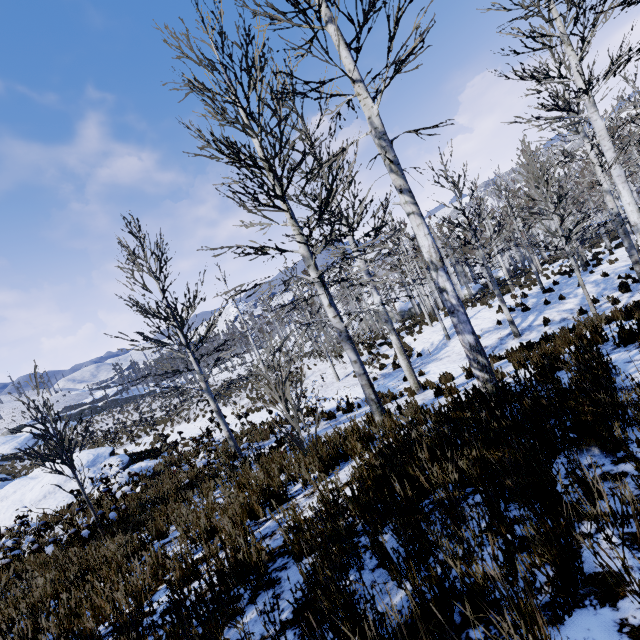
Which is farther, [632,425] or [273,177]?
[273,177]

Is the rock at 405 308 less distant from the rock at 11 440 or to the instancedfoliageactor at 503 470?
the instancedfoliageactor at 503 470

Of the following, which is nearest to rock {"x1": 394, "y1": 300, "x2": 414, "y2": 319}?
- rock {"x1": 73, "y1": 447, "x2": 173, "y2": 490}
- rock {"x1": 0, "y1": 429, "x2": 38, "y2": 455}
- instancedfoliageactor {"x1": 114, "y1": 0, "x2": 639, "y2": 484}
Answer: instancedfoliageactor {"x1": 114, "y1": 0, "x2": 639, "y2": 484}

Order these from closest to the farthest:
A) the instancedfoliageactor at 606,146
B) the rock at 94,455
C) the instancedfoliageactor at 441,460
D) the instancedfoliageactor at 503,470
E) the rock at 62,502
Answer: the instancedfoliageactor at 503,470 < the instancedfoliageactor at 441,460 < the instancedfoliageactor at 606,146 < the rock at 62,502 < the rock at 94,455

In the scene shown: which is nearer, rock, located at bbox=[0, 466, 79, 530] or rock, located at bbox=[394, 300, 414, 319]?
rock, located at bbox=[0, 466, 79, 530]

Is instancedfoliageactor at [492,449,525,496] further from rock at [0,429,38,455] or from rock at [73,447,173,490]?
rock at [0,429,38,455]

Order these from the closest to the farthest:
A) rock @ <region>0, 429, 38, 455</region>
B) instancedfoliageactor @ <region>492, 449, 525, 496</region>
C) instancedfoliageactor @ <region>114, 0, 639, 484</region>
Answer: instancedfoliageactor @ <region>492, 449, 525, 496</region> < instancedfoliageactor @ <region>114, 0, 639, 484</region> < rock @ <region>0, 429, 38, 455</region>
